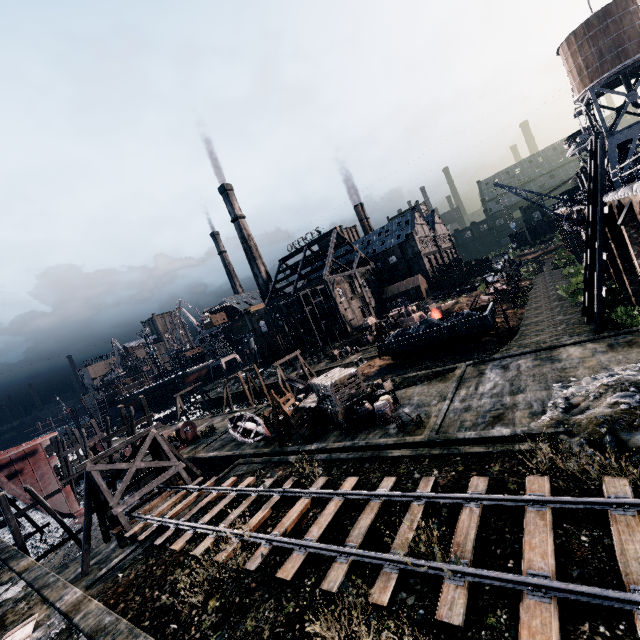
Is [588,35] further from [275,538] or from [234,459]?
[234,459]

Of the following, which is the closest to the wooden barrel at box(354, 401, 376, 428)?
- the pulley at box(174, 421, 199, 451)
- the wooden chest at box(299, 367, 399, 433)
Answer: the wooden chest at box(299, 367, 399, 433)

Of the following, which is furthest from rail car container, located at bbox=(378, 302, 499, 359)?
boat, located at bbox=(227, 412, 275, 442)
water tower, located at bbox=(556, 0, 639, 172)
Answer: water tower, located at bbox=(556, 0, 639, 172)

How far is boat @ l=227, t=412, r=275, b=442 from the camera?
25.41m

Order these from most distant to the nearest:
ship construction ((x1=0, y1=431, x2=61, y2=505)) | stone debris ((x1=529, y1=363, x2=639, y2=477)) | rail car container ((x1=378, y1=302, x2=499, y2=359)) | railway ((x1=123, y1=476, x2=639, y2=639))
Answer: ship construction ((x1=0, y1=431, x2=61, y2=505)) < rail car container ((x1=378, y1=302, x2=499, y2=359)) < stone debris ((x1=529, y1=363, x2=639, y2=477)) < railway ((x1=123, y1=476, x2=639, y2=639))

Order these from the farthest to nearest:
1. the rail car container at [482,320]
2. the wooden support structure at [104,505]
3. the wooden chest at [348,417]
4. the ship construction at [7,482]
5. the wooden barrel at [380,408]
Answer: the ship construction at [7,482]
the rail car container at [482,320]
the wooden chest at [348,417]
the wooden support structure at [104,505]
the wooden barrel at [380,408]

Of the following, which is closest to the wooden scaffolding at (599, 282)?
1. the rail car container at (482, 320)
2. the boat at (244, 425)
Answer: the rail car container at (482, 320)

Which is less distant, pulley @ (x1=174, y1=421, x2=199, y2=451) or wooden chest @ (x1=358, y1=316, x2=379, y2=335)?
pulley @ (x1=174, y1=421, x2=199, y2=451)
